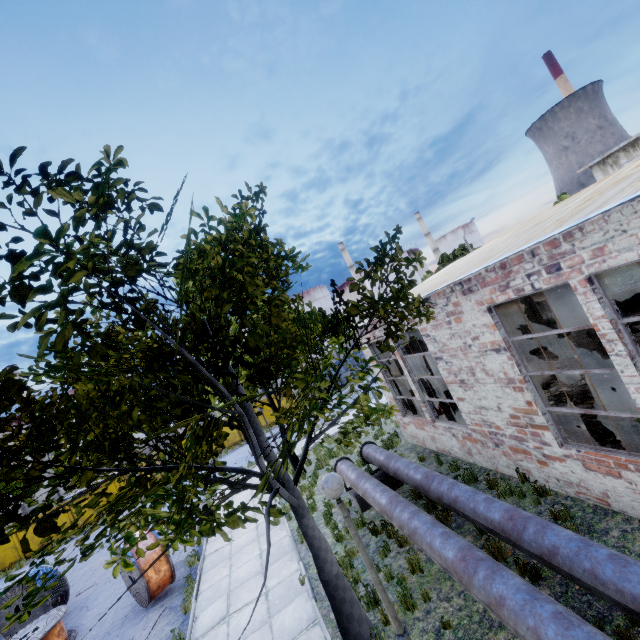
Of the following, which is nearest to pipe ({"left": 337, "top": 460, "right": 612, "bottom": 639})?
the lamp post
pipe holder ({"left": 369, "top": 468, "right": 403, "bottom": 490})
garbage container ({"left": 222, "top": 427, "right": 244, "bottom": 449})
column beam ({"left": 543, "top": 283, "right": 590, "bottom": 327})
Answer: pipe holder ({"left": 369, "top": 468, "right": 403, "bottom": 490})

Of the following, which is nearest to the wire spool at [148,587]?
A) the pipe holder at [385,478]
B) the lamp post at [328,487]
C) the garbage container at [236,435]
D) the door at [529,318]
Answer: the pipe holder at [385,478]

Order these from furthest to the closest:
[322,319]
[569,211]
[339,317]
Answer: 1. [339,317]
2. [322,319]
3. [569,211]

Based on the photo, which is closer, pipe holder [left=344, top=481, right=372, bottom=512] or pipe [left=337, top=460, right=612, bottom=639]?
pipe [left=337, top=460, right=612, bottom=639]

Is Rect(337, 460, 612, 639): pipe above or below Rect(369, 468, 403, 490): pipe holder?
above

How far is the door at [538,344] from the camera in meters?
15.3 m

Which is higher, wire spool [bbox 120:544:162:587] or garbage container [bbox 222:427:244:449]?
wire spool [bbox 120:544:162:587]

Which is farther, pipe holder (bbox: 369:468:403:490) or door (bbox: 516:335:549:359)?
door (bbox: 516:335:549:359)
